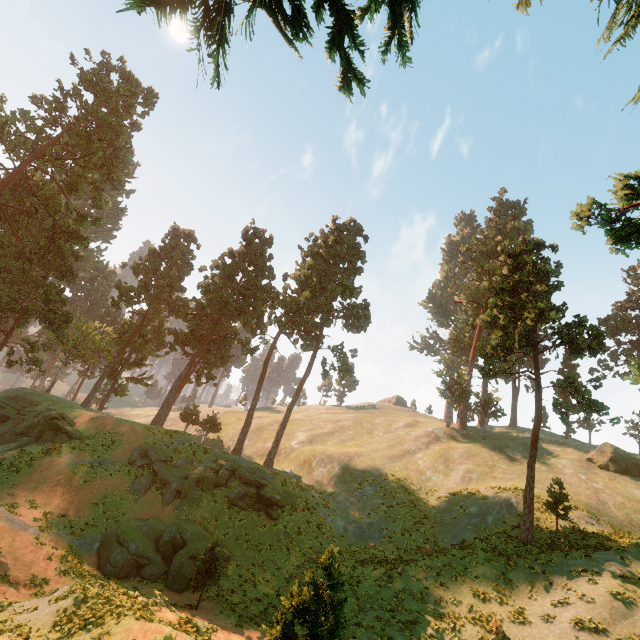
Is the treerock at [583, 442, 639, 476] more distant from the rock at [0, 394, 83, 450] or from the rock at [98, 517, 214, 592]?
the rock at [98, 517, 214, 592]

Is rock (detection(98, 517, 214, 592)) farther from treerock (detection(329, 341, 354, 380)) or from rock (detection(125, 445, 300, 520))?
treerock (detection(329, 341, 354, 380))

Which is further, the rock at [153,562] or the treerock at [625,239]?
the rock at [153,562]

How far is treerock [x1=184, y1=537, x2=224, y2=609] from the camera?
18.6 meters

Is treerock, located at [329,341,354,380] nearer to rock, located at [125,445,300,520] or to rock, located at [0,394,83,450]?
rock, located at [0,394,83,450]

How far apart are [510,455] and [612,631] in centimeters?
2917cm

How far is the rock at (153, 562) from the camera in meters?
20.2
